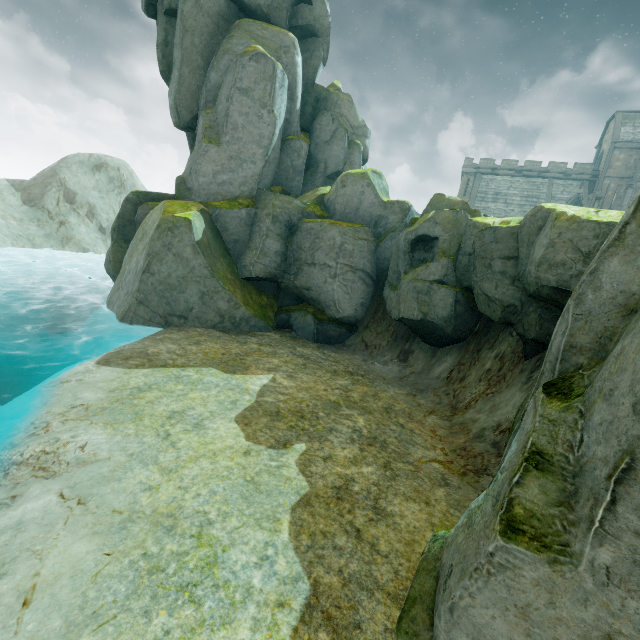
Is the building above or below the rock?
above

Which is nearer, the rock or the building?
the rock

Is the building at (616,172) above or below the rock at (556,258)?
above

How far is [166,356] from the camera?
10.77m

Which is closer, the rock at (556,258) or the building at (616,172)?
the rock at (556,258)
